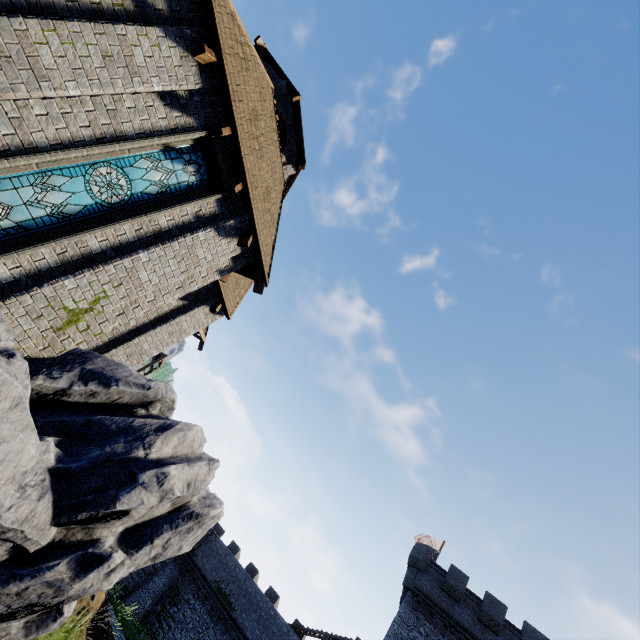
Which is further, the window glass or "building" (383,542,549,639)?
"building" (383,542,549,639)

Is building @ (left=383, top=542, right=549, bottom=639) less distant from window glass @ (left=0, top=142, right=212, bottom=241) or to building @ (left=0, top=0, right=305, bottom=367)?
building @ (left=0, top=0, right=305, bottom=367)

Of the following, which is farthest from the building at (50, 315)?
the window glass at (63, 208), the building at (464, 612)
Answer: the building at (464, 612)

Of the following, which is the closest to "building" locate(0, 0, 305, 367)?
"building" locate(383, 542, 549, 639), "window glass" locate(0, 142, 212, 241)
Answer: "window glass" locate(0, 142, 212, 241)

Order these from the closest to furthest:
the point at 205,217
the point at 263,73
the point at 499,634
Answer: the point at 205,217 → the point at 263,73 → the point at 499,634
